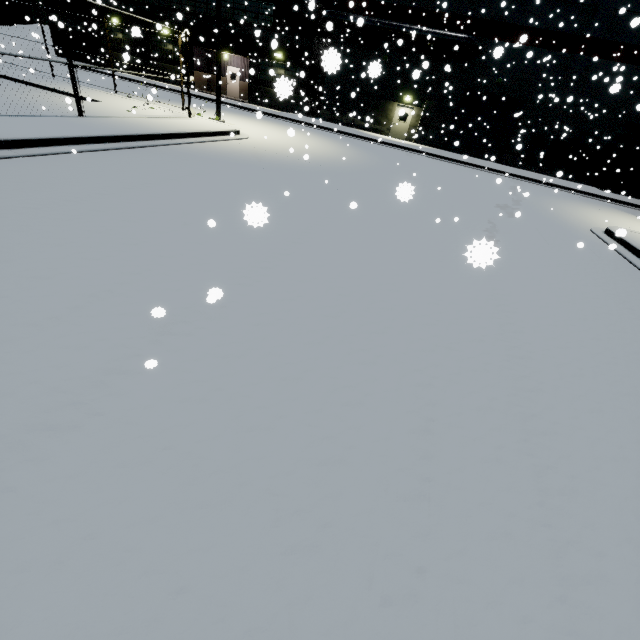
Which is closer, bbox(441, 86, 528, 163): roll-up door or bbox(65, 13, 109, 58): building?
bbox(441, 86, 528, 163): roll-up door

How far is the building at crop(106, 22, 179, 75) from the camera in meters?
30.6 m

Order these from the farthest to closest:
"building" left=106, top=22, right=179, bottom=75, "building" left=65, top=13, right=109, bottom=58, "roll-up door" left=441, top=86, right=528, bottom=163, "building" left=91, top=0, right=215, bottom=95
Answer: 1. "building" left=65, top=13, right=109, bottom=58
2. "building" left=106, top=22, right=179, bottom=75
3. "building" left=91, top=0, right=215, bottom=95
4. "roll-up door" left=441, top=86, right=528, bottom=163

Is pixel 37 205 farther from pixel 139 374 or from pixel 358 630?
pixel 358 630

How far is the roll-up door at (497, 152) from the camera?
25.4 meters

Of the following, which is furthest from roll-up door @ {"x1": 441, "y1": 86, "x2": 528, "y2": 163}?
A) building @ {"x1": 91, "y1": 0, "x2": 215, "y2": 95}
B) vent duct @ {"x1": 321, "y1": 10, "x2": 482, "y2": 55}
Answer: vent duct @ {"x1": 321, "y1": 10, "x2": 482, "y2": 55}

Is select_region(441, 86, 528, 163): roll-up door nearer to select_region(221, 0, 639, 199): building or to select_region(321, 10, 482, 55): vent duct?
select_region(221, 0, 639, 199): building

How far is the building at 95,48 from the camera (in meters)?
32.22
